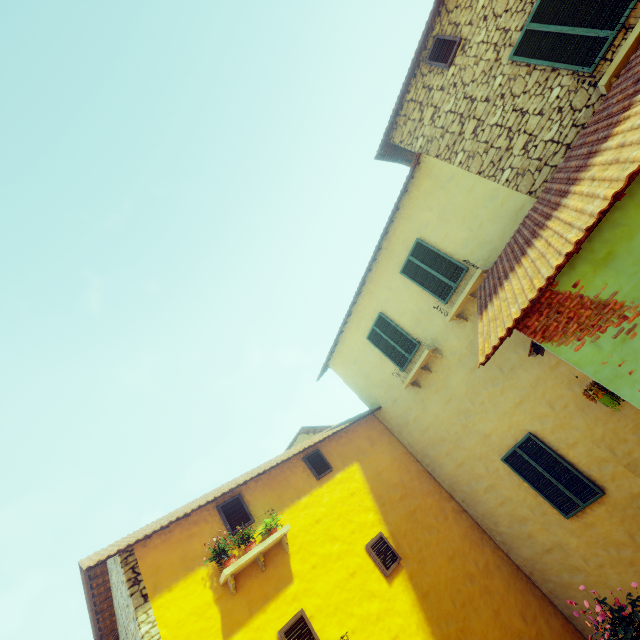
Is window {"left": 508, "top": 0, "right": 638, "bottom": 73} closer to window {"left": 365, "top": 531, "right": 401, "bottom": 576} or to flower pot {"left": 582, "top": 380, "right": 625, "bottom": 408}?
window {"left": 365, "top": 531, "right": 401, "bottom": 576}

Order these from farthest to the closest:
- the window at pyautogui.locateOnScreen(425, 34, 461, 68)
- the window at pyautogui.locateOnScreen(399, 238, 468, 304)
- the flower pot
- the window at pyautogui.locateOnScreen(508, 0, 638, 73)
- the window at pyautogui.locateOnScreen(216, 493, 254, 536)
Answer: the window at pyautogui.locateOnScreen(399, 238, 468, 304) → the window at pyautogui.locateOnScreen(425, 34, 461, 68) → the window at pyautogui.locateOnScreen(216, 493, 254, 536) → the window at pyautogui.locateOnScreen(508, 0, 638, 73) → the flower pot

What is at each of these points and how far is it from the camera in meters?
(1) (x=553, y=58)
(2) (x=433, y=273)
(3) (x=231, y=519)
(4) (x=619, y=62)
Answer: (1) window, 6.3
(2) window, 8.7
(3) window, 7.0
(4) window sill, 5.4

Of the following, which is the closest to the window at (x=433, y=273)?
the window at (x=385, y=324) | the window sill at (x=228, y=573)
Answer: the window at (x=385, y=324)

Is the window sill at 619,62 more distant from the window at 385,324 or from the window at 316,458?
the window at 385,324

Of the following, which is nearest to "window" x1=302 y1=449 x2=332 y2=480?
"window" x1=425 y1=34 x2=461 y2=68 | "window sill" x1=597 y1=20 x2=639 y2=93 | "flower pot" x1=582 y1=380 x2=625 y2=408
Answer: "flower pot" x1=582 y1=380 x2=625 y2=408

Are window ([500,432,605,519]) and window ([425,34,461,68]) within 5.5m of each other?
no

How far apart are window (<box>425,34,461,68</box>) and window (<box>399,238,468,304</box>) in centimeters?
394cm
